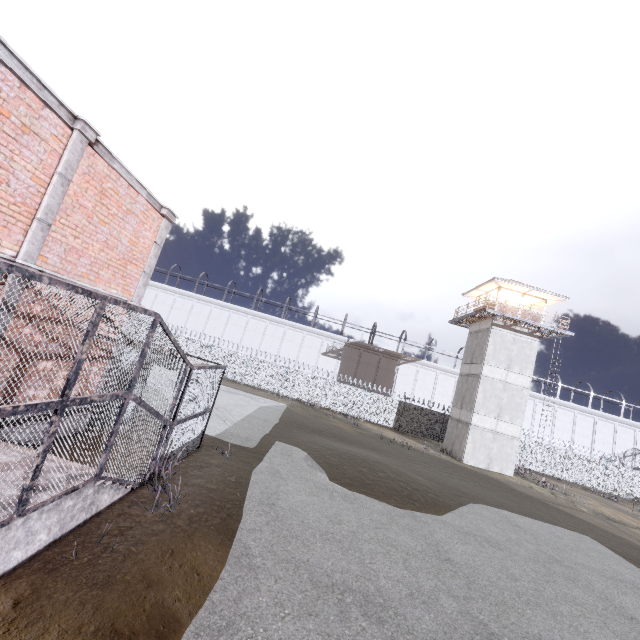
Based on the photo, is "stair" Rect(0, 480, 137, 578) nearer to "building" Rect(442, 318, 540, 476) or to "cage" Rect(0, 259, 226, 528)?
"cage" Rect(0, 259, 226, 528)

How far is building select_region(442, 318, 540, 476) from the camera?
25.1 meters

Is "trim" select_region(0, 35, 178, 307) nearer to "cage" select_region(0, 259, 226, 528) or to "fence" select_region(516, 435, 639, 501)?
"cage" select_region(0, 259, 226, 528)

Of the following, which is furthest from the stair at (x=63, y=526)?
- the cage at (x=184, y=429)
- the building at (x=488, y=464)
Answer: the building at (x=488, y=464)

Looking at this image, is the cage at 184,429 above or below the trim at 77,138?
below

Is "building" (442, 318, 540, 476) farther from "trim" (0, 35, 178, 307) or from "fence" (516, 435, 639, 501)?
"trim" (0, 35, 178, 307)

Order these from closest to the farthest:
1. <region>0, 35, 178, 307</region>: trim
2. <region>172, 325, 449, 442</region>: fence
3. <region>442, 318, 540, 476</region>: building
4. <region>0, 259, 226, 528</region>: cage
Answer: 1. <region>0, 259, 226, 528</region>: cage
2. <region>0, 35, 178, 307</region>: trim
3. <region>442, 318, 540, 476</region>: building
4. <region>172, 325, 449, 442</region>: fence

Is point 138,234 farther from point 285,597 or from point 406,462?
point 406,462
